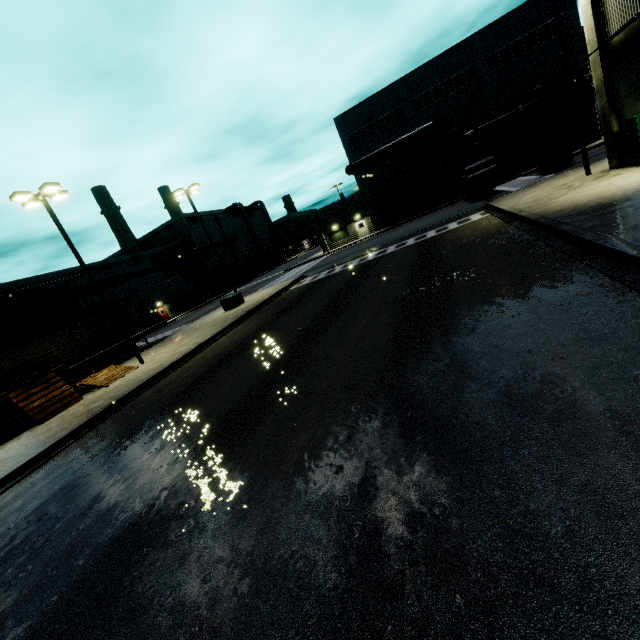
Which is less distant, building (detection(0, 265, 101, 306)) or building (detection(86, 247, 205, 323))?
building (detection(0, 265, 101, 306))

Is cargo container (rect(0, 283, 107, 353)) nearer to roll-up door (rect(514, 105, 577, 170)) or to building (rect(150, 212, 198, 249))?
roll-up door (rect(514, 105, 577, 170))

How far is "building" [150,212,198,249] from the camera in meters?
57.6 m

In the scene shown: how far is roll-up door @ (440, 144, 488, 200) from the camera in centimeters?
3712cm

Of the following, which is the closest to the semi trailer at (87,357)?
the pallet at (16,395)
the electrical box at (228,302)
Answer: the pallet at (16,395)

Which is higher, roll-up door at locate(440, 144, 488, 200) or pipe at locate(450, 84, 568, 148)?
pipe at locate(450, 84, 568, 148)

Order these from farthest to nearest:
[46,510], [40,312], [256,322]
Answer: [40,312], [256,322], [46,510]

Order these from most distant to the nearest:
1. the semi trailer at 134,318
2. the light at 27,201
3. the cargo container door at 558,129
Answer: the semi trailer at 134,318 < the cargo container door at 558,129 < the light at 27,201
